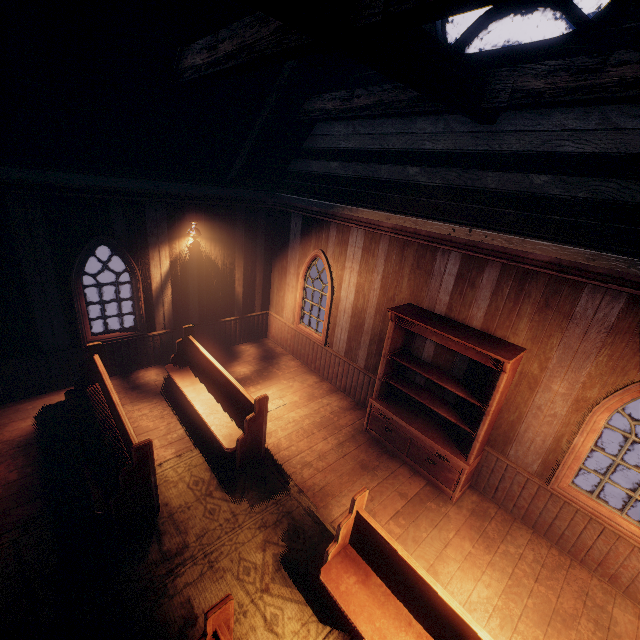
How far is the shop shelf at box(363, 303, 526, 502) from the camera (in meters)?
4.58

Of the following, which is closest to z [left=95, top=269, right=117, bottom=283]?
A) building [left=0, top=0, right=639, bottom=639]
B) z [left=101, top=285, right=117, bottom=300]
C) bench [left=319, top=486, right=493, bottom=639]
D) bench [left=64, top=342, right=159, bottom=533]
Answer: building [left=0, top=0, right=639, bottom=639]

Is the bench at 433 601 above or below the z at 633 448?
above

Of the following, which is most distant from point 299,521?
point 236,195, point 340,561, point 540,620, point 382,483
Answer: point 236,195

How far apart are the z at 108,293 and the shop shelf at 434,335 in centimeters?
937cm

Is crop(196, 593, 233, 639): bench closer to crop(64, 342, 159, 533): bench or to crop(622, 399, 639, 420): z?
crop(64, 342, 159, 533): bench

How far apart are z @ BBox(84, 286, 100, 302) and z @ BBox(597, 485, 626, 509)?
13.9m

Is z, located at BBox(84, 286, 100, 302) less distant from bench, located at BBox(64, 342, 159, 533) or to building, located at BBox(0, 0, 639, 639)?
building, located at BBox(0, 0, 639, 639)
